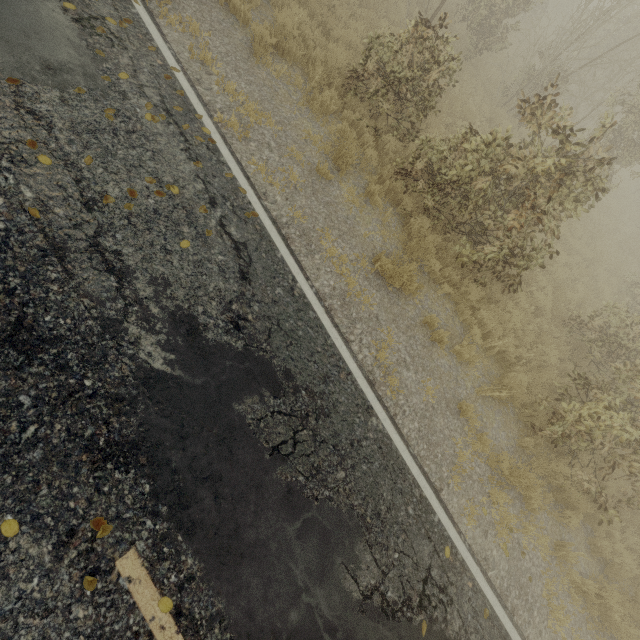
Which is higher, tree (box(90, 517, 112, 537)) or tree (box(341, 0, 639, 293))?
tree (box(341, 0, 639, 293))

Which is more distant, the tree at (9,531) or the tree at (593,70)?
the tree at (593,70)

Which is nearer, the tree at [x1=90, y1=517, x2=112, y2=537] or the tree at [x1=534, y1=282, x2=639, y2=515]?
the tree at [x1=90, y1=517, x2=112, y2=537]

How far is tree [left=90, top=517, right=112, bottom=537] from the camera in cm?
307

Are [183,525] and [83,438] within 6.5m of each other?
yes
